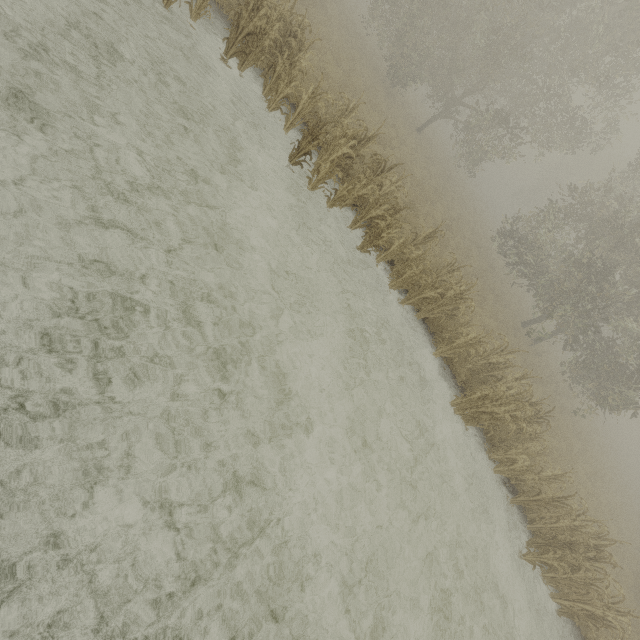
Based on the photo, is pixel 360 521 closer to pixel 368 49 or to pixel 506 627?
pixel 506 627

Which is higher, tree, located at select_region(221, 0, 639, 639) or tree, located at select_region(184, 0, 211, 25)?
tree, located at select_region(221, 0, 639, 639)

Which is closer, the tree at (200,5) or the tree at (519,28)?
the tree at (200,5)

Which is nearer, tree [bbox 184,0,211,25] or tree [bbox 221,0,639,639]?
tree [bbox 184,0,211,25]

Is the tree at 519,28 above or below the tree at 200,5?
above
